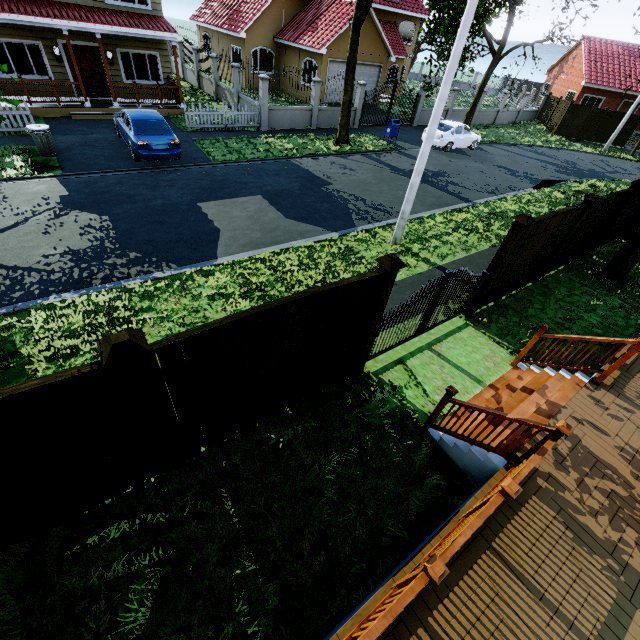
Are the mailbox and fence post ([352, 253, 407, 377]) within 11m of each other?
no

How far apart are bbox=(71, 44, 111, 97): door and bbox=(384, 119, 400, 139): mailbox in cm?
1492

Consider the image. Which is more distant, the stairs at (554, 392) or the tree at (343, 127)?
the tree at (343, 127)

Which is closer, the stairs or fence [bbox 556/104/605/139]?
the stairs

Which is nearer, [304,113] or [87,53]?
[87,53]

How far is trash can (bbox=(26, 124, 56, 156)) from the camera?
11.2m

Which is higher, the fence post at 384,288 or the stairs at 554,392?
the fence post at 384,288

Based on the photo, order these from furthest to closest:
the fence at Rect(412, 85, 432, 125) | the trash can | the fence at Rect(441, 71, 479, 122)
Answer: the fence at Rect(441, 71, 479, 122) < the fence at Rect(412, 85, 432, 125) < the trash can
